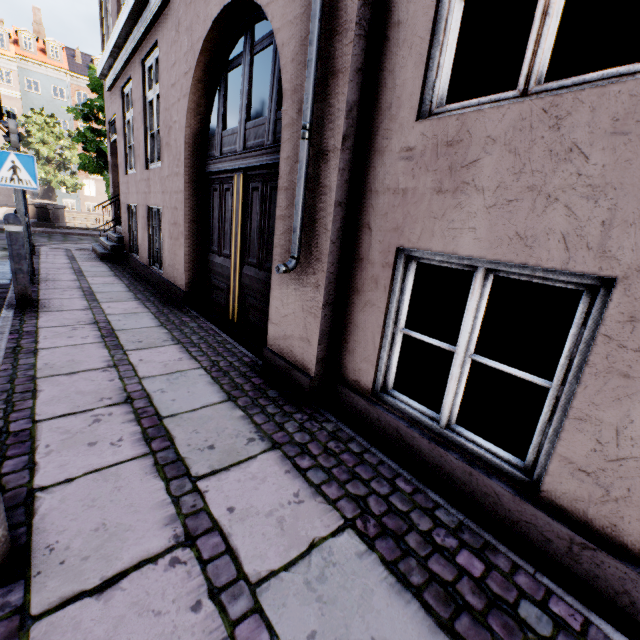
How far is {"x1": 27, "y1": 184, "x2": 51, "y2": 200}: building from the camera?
33.5 meters

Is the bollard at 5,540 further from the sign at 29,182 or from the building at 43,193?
the sign at 29,182

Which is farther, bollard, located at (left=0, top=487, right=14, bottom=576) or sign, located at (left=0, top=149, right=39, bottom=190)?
sign, located at (left=0, top=149, right=39, bottom=190)

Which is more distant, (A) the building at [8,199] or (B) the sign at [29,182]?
(A) the building at [8,199]

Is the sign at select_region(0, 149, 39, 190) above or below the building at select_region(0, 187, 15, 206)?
above

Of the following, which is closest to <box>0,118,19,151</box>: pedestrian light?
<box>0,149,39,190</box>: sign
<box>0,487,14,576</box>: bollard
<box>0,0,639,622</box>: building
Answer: <box>0,0,639,622</box>: building

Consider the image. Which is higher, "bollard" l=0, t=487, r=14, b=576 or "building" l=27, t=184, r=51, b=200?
"building" l=27, t=184, r=51, b=200

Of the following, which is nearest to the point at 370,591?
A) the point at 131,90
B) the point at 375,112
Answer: the point at 375,112
